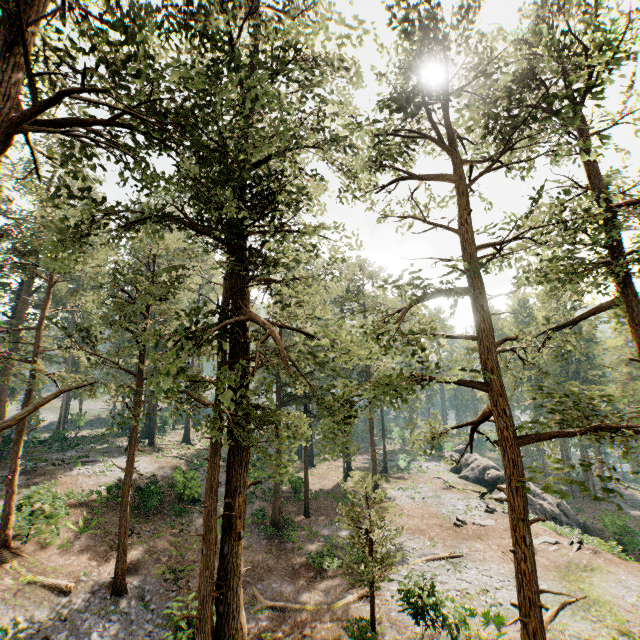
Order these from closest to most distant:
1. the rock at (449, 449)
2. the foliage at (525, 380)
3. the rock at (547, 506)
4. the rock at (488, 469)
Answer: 1. the foliage at (525, 380)
2. the rock at (547, 506)
3. the rock at (488, 469)
4. the rock at (449, 449)

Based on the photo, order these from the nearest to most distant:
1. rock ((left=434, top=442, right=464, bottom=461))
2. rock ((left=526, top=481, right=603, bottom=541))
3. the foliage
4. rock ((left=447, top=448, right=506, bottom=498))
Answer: the foliage
rock ((left=526, top=481, right=603, bottom=541))
rock ((left=447, top=448, right=506, bottom=498))
rock ((left=434, top=442, right=464, bottom=461))

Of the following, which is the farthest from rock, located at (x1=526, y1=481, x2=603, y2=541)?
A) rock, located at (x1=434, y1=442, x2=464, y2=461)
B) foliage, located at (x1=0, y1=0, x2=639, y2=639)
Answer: foliage, located at (x1=0, y1=0, x2=639, y2=639)

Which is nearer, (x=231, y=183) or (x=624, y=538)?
(x=231, y=183)

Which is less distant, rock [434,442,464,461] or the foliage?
the foliage

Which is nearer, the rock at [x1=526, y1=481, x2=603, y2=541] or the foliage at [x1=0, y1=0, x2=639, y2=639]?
the foliage at [x1=0, y1=0, x2=639, y2=639]

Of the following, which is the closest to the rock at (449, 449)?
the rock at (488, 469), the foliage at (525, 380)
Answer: the rock at (488, 469)

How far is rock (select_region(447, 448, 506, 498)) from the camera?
34.5m
